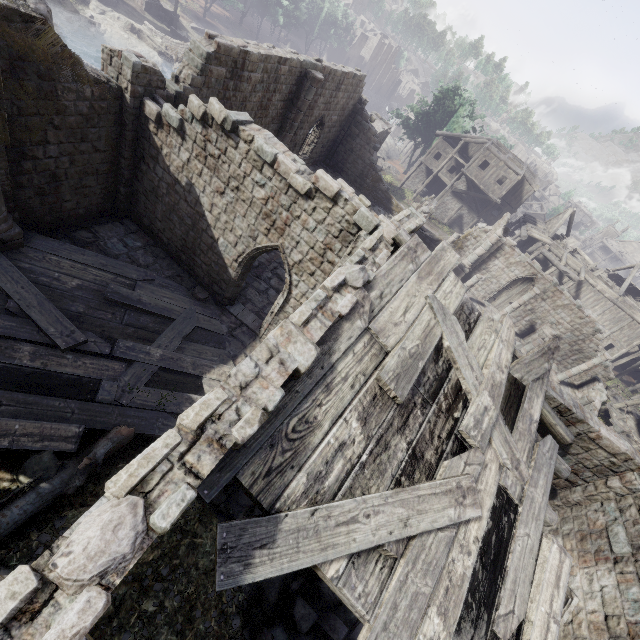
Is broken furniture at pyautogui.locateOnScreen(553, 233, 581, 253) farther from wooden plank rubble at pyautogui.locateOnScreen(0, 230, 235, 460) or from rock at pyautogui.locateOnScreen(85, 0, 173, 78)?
rock at pyautogui.locateOnScreen(85, 0, 173, 78)

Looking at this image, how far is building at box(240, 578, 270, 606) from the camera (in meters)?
8.29

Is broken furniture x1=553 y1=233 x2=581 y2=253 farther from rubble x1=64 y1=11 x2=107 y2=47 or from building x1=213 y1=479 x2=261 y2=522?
rubble x1=64 y1=11 x2=107 y2=47

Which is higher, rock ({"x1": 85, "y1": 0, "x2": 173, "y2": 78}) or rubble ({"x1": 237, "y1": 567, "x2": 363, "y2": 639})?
rubble ({"x1": 237, "y1": 567, "x2": 363, "y2": 639})

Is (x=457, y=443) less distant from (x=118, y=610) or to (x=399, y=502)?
(x=399, y=502)

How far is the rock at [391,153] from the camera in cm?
5341

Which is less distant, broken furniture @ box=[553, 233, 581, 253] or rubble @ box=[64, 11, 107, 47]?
rubble @ box=[64, 11, 107, 47]

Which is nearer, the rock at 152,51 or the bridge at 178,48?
the rock at 152,51
